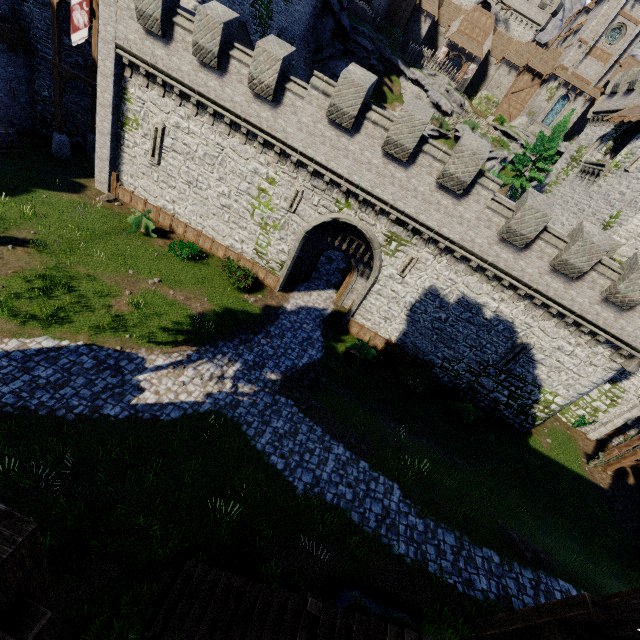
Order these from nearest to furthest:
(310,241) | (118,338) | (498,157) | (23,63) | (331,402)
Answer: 1. (118,338)
2. (331,402)
3. (23,63)
4. (310,241)
5. (498,157)

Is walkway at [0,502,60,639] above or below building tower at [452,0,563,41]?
below

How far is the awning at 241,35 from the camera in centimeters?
2346cm

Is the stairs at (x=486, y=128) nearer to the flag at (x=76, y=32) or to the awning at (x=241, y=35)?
the awning at (x=241, y=35)

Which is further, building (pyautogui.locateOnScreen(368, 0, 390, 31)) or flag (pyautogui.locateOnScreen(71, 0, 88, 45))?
building (pyautogui.locateOnScreen(368, 0, 390, 31))

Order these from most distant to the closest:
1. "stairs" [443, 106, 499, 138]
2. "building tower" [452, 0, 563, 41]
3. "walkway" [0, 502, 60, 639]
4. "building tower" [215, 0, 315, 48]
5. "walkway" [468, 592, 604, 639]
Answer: "building tower" [452, 0, 563, 41] < "stairs" [443, 106, 499, 138] < "building tower" [215, 0, 315, 48] < "walkway" [468, 592, 604, 639] < "walkway" [0, 502, 60, 639]

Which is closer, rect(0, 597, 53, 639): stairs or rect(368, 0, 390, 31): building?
rect(0, 597, 53, 639): stairs

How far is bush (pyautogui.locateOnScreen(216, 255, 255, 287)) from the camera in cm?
1903
